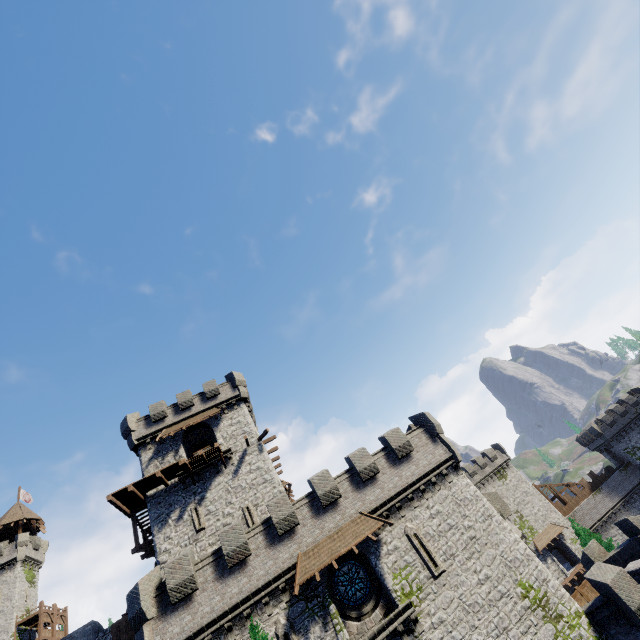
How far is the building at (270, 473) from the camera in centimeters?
2389cm

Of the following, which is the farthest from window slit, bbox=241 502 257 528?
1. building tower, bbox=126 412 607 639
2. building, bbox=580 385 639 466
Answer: building, bbox=580 385 639 466

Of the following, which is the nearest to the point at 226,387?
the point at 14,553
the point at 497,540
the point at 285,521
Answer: the point at 285,521

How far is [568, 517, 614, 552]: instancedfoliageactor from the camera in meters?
31.2 m

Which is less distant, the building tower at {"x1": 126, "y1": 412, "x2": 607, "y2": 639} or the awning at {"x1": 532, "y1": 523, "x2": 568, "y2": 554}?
the building tower at {"x1": 126, "y1": 412, "x2": 607, "y2": 639}

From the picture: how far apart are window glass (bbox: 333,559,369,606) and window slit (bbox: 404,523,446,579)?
2.8 meters

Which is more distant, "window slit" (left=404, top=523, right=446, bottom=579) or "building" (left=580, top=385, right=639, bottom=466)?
"building" (left=580, top=385, right=639, bottom=466)

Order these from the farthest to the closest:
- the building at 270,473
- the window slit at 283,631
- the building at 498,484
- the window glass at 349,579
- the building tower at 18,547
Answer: the building at 498,484
the building tower at 18,547
the building at 270,473
the window glass at 349,579
the window slit at 283,631
